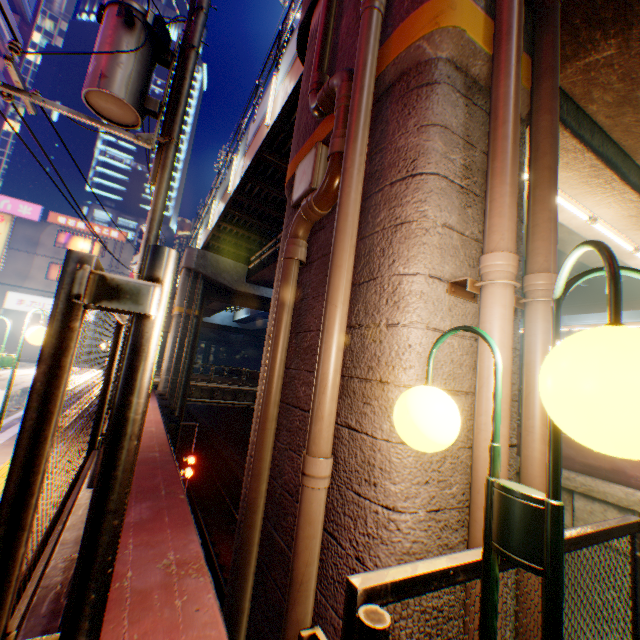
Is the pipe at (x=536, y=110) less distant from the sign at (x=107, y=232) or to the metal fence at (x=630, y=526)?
the metal fence at (x=630, y=526)

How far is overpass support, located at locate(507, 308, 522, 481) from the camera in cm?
257

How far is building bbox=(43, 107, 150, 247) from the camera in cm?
5256

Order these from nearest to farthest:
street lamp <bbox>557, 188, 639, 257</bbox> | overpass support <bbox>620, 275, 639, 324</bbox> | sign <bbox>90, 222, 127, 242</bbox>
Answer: street lamp <bbox>557, 188, 639, 257</bbox>, overpass support <bbox>620, 275, 639, 324</bbox>, sign <bbox>90, 222, 127, 242</bbox>

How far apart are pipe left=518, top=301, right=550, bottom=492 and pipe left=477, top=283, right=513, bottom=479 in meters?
0.3 m

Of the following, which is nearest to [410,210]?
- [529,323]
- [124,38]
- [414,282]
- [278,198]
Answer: [414,282]

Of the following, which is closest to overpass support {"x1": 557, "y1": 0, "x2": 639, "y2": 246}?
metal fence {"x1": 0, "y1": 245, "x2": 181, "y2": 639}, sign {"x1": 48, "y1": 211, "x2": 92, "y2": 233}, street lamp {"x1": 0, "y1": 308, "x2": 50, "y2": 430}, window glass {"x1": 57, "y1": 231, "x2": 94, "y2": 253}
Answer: metal fence {"x1": 0, "y1": 245, "x2": 181, "y2": 639}

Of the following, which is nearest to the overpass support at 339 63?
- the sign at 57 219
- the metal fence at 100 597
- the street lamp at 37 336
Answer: the metal fence at 100 597
